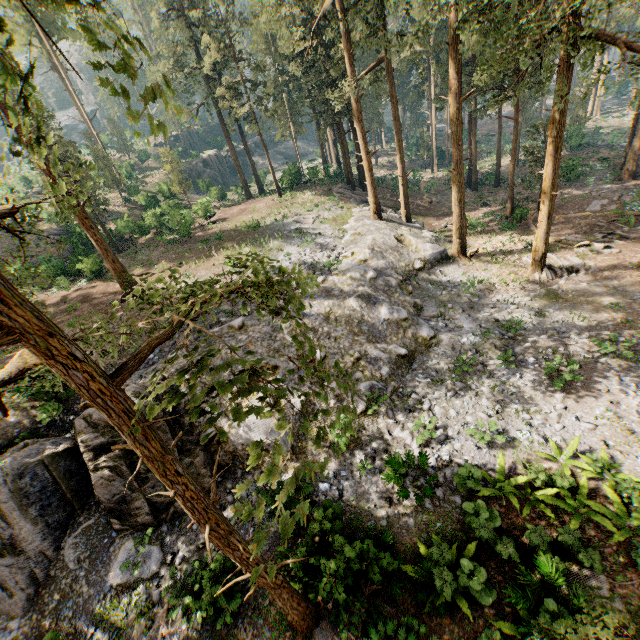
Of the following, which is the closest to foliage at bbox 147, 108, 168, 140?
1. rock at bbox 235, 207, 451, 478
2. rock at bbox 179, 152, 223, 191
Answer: rock at bbox 235, 207, 451, 478

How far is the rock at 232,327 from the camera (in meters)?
15.62

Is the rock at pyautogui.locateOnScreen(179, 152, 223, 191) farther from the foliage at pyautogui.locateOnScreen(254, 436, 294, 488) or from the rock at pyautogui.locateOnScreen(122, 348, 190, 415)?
Result: the rock at pyautogui.locateOnScreen(122, 348, 190, 415)

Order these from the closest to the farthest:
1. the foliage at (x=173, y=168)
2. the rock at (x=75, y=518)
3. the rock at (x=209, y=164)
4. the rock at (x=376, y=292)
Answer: the rock at (x=75, y=518) < the rock at (x=376, y=292) < the foliage at (x=173, y=168) < the rock at (x=209, y=164)

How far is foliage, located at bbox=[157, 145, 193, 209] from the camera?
39.1 meters

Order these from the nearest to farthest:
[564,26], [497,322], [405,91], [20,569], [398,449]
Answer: [20,569]
[398,449]
[564,26]
[497,322]
[405,91]

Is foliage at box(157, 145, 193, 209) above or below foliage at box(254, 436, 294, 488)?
above

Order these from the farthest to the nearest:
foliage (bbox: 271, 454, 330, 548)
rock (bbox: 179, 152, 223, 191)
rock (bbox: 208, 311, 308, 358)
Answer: rock (bbox: 179, 152, 223, 191)
rock (bbox: 208, 311, 308, 358)
foliage (bbox: 271, 454, 330, 548)
